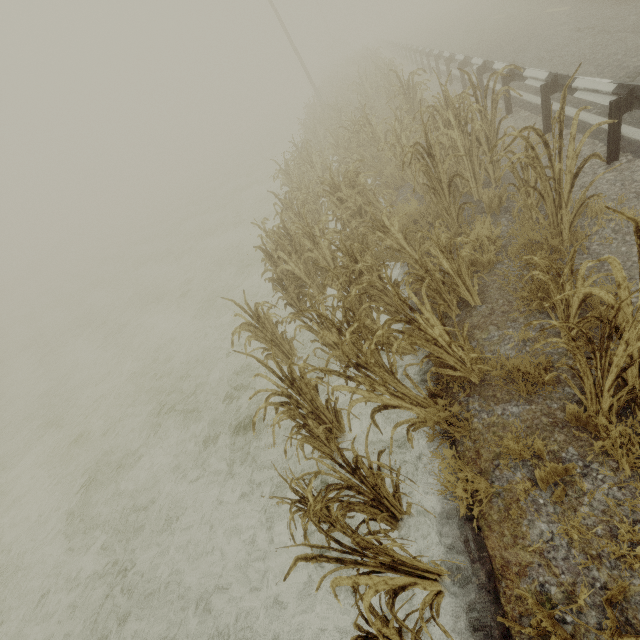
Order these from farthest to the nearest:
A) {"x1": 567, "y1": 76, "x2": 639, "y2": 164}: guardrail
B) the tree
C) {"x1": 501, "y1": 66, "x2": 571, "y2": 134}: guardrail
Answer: {"x1": 501, "y1": 66, "x2": 571, "y2": 134}: guardrail → {"x1": 567, "y1": 76, "x2": 639, "y2": 164}: guardrail → the tree

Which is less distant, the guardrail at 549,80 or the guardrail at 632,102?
the guardrail at 632,102

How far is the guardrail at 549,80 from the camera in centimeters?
582cm

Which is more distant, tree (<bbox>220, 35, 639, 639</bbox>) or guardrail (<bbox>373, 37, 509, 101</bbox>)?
guardrail (<bbox>373, 37, 509, 101</bbox>)

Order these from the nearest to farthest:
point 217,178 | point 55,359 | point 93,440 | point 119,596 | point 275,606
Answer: point 275,606
point 119,596
point 93,440
point 55,359
point 217,178

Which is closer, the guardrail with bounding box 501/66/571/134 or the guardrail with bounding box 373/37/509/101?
the guardrail with bounding box 501/66/571/134

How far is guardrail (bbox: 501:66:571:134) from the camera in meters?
5.8
